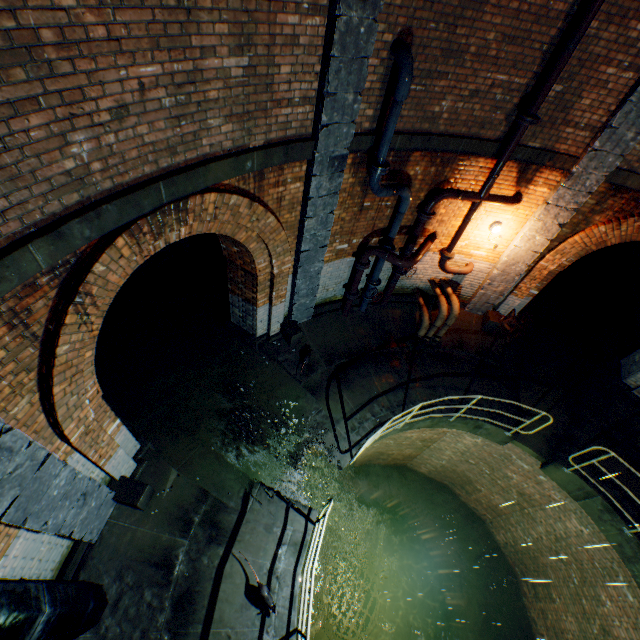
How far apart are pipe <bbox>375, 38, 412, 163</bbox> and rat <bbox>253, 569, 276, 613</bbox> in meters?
6.8 m

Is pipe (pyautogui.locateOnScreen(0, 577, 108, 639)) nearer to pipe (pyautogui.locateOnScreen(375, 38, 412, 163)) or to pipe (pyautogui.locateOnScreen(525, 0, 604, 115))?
pipe (pyautogui.locateOnScreen(375, 38, 412, 163))

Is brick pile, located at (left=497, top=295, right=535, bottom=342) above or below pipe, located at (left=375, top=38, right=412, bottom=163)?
below

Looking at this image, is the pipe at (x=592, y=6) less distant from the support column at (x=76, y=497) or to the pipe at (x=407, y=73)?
the pipe at (x=407, y=73)

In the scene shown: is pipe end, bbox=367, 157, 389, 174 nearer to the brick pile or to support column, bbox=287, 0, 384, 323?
support column, bbox=287, 0, 384, 323

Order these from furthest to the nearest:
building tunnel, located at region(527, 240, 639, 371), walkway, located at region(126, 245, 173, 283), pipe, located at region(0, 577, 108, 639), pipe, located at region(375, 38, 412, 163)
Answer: building tunnel, located at region(527, 240, 639, 371) < walkway, located at region(126, 245, 173, 283) < pipe, located at region(375, 38, 412, 163) < pipe, located at region(0, 577, 108, 639)

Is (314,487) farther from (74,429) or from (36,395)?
(36,395)

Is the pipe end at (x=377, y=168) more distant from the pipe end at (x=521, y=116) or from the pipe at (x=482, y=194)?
the pipe end at (x=521, y=116)
